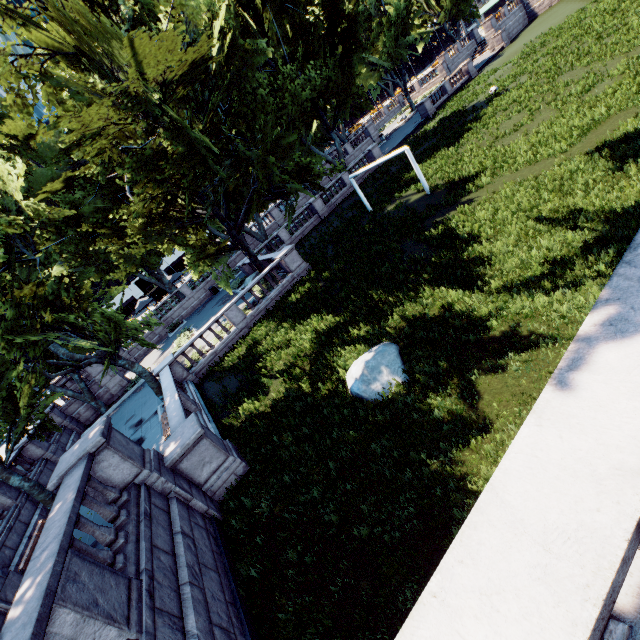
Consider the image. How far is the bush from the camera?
26.9 meters

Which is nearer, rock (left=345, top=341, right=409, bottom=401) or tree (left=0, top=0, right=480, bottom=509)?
rock (left=345, top=341, right=409, bottom=401)

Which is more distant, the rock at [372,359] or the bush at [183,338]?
the bush at [183,338]

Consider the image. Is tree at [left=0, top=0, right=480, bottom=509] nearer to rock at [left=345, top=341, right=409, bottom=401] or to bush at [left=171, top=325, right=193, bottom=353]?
bush at [left=171, top=325, right=193, bottom=353]

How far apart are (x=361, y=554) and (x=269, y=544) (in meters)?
2.64

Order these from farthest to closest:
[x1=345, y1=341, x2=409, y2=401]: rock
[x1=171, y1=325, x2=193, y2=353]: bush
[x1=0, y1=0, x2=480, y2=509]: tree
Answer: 1. [x1=171, y1=325, x2=193, y2=353]: bush
2. [x1=0, y1=0, x2=480, y2=509]: tree
3. [x1=345, y1=341, x2=409, y2=401]: rock

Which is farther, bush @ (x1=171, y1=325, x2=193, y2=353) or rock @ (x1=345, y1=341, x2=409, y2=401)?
bush @ (x1=171, y1=325, x2=193, y2=353)

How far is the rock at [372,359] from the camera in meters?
9.1
